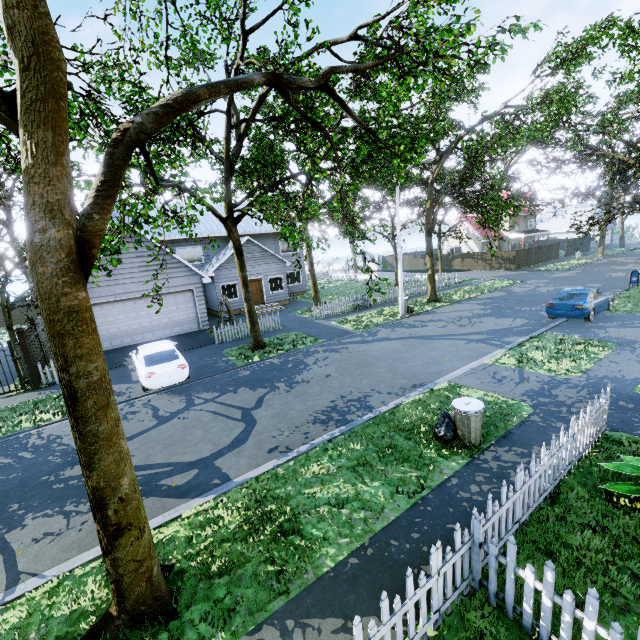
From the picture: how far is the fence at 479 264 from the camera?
38.8 meters

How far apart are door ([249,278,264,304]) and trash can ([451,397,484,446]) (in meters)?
20.36

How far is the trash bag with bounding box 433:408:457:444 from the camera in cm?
727

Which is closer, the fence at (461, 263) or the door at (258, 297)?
the door at (258, 297)

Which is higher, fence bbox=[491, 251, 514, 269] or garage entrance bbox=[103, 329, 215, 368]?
fence bbox=[491, 251, 514, 269]

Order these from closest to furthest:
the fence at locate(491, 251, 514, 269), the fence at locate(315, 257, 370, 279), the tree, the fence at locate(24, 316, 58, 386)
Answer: the tree < the fence at locate(24, 316, 58, 386) < the fence at locate(491, 251, 514, 269) < the fence at locate(315, 257, 370, 279)

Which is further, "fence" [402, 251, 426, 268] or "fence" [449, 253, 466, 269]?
"fence" [402, 251, 426, 268]

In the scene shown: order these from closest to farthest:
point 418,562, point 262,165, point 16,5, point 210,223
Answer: point 16,5 < point 418,562 < point 262,165 < point 210,223
